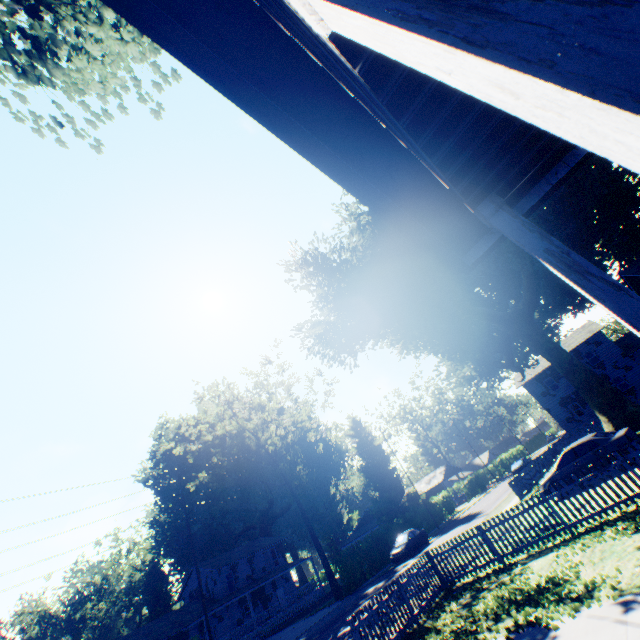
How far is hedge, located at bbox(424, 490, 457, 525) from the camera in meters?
40.3

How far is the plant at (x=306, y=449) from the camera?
57.1m

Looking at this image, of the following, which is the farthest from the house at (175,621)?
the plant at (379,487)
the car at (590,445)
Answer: the car at (590,445)

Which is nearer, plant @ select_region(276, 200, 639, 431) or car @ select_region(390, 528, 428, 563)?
plant @ select_region(276, 200, 639, 431)

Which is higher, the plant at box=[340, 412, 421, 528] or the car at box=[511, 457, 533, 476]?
the plant at box=[340, 412, 421, 528]

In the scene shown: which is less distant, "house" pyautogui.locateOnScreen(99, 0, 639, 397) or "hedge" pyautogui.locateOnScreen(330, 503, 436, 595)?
"house" pyautogui.locateOnScreen(99, 0, 639, 397)

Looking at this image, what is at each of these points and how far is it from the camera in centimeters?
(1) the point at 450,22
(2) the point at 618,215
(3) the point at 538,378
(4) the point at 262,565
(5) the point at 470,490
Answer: (1) house, 80cm
(2) plant, 2139cm
(3) house, 3938cm
(4) house, 4272cm
(5) hedge, 4994cm

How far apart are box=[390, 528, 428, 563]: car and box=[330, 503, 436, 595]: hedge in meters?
2.7
